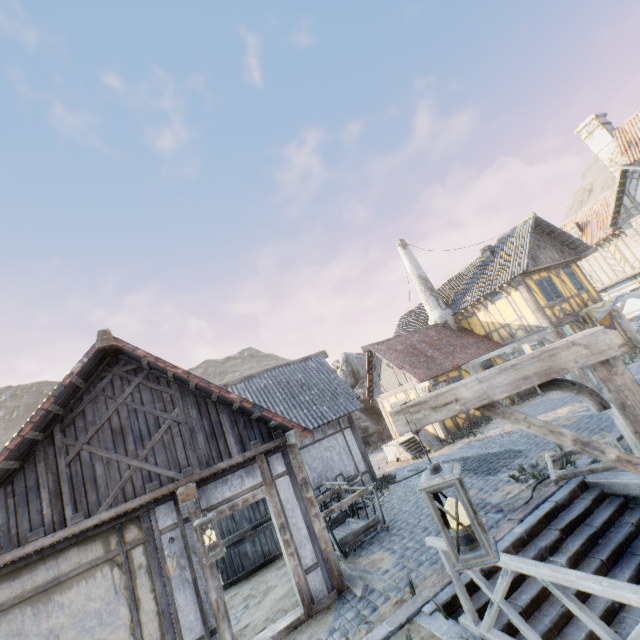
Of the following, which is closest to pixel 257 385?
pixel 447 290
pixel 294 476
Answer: pixel 294 476

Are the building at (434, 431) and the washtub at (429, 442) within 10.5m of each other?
yes

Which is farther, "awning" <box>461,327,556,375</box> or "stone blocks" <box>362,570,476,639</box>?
"awning" <box>461,327,556,375</box>

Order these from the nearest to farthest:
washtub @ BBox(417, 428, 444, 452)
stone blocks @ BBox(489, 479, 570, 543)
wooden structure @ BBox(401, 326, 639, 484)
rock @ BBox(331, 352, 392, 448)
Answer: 1. wooden structure @ BBox(401, 326, 639, 484)
2. stone blocks @ BBox(489, 479, 570, 543)
3. washtub @ BBox(417, 428, 444, 452)
4. rock @ BBox(331, 352, 392, 448)

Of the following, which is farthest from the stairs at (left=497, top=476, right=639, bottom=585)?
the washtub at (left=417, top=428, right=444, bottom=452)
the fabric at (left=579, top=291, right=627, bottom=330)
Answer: the fabric at (left=579, top=291, right=627, bottom=330)

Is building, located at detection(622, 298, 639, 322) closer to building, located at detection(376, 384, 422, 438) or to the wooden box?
building, located at detection(376, 384, 422, 438)

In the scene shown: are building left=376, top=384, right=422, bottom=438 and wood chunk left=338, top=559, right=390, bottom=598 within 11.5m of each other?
yes

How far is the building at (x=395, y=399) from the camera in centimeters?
1580cm
